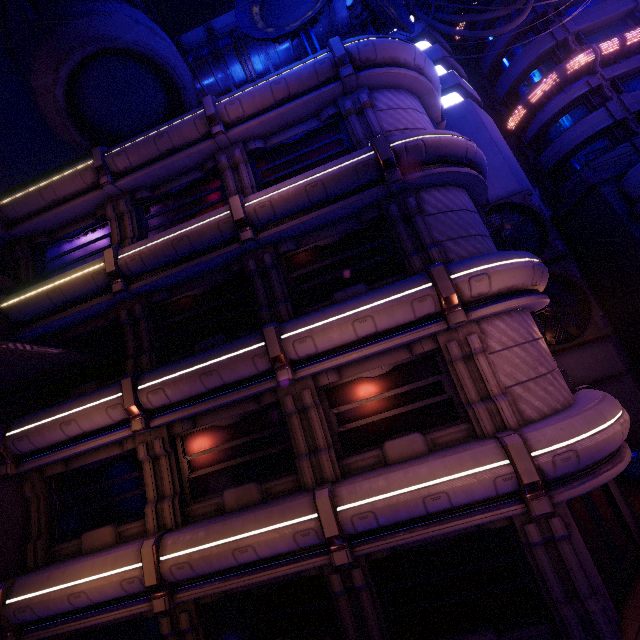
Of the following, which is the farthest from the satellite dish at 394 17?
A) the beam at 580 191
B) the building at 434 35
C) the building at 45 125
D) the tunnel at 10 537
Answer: the tunnel at 10 537

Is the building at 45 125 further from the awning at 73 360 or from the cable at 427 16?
the cable at 427 16

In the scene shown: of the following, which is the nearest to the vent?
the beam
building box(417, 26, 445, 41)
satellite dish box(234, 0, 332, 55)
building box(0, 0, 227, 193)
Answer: the beam

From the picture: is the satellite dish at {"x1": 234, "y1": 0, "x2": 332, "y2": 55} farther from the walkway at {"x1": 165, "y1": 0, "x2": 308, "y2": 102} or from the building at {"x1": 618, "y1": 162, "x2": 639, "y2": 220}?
the building at {"x1": 618, "y1": 162, "x2": 639, "y2": 220}

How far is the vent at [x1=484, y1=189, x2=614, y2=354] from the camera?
15.2 meters

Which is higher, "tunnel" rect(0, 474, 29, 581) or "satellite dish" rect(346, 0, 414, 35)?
"satellite dish" rect(346, 0, 414, 35)

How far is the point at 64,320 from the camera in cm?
1168

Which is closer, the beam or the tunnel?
the tunnel
